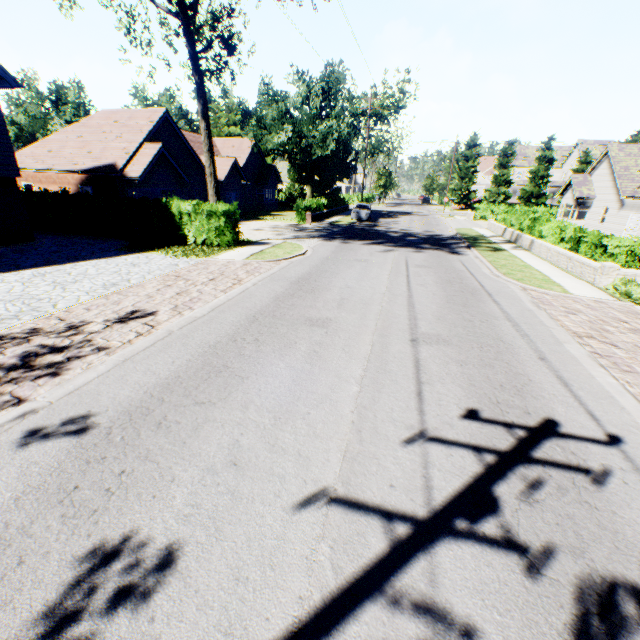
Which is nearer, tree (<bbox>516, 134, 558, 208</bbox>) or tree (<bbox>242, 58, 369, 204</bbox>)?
tree (<bbox>242, 58, 369, 204</bbox>)

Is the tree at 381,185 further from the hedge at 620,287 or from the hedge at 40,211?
the hedge at 620,287

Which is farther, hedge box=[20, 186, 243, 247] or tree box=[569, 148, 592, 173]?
tree box=[569, 148, 592, 173]

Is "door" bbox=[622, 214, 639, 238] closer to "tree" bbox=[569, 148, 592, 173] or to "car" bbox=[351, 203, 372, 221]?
"tree" bbox=[569, 148, 592, 173]

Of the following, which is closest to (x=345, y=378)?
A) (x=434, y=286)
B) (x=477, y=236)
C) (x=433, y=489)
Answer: (x=433, y=489)

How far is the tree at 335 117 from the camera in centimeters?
3078cm

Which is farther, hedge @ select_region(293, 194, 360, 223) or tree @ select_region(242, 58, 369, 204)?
tree @ select_region(242, 58, 369, 204)

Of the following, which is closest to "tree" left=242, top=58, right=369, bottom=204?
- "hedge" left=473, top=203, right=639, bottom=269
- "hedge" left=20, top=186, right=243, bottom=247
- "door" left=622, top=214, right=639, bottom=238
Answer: "hedge" left=20, top=186, right=243, bottom=247
